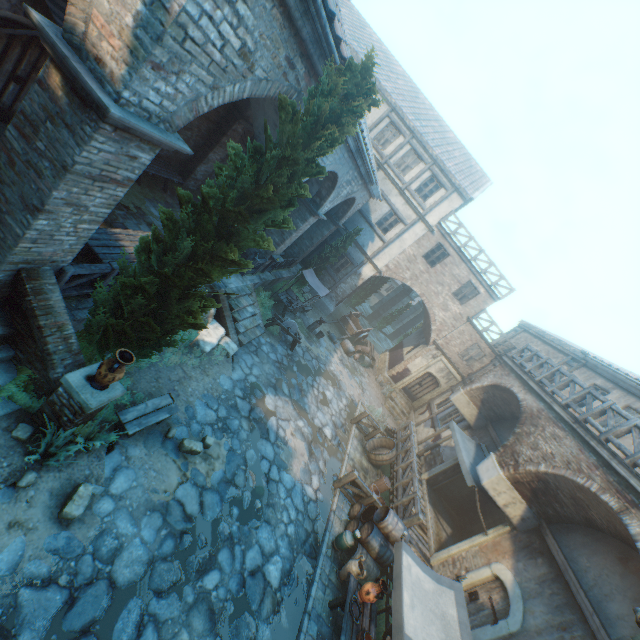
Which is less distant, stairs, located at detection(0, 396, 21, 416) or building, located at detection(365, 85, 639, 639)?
stairs, located at detection(0, 396, 21, 416)

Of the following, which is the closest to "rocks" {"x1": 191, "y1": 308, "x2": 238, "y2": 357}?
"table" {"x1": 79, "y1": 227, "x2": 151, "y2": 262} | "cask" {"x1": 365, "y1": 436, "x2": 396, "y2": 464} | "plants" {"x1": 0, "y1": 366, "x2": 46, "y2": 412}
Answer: "table" {"x1": 79, "y1": 227, "x2": 151, "y2": 262}

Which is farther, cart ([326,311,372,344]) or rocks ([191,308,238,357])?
cart ([326,311,372,344])

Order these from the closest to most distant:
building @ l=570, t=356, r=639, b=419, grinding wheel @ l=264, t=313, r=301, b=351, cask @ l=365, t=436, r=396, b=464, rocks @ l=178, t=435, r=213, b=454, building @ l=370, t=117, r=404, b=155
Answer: rocks @ l=178, t=435, r=213, b=454
building @ l=570, t=356, r=639, b=419
cask @ l=365, t=436, r=396, b=464
grinding wheel @ l=264, t=313, r=301, b=351
building @ l=370, t=117, r=404, b=155

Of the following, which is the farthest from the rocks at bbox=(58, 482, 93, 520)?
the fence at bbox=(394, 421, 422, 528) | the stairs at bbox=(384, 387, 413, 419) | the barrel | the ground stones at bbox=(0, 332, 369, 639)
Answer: the stairs at bbox=(384, 387, 413, 419)

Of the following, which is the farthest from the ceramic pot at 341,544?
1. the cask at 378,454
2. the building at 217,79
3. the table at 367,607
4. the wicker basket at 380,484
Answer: the cask at 378,454

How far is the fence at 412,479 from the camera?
10.5m

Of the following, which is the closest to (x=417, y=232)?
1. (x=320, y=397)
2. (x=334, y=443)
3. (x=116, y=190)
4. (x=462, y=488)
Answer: (x=320, y=397)
